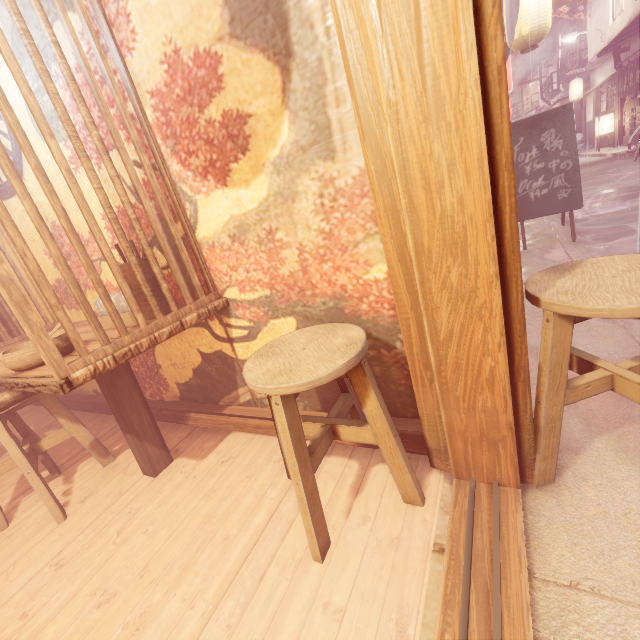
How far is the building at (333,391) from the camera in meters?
3.1

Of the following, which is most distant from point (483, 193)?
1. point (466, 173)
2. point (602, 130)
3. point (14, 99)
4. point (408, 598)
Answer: point (602, 130)

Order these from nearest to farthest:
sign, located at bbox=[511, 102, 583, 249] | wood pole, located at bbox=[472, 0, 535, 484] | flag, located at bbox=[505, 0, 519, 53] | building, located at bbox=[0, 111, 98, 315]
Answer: wood pole, located at bbox=[472, 0, 535, 484]
building, located at bbox=[0, 111, 98, 315]
flag, located at bbox=[505, 0, 519, 53]
sign, located at bbox=[511, 102, 583, 249]

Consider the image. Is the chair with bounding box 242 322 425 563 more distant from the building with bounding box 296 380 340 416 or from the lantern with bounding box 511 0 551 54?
the lantern with bounding box 511 0 551 54

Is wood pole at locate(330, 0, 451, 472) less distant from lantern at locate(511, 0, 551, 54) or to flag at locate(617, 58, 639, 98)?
lantern at locate(511, 0, 551, 54)

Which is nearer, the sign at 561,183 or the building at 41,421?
the building at 41,421

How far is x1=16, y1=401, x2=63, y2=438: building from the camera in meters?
5.4

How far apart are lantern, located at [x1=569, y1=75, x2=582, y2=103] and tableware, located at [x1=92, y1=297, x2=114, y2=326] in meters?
45.4 m
